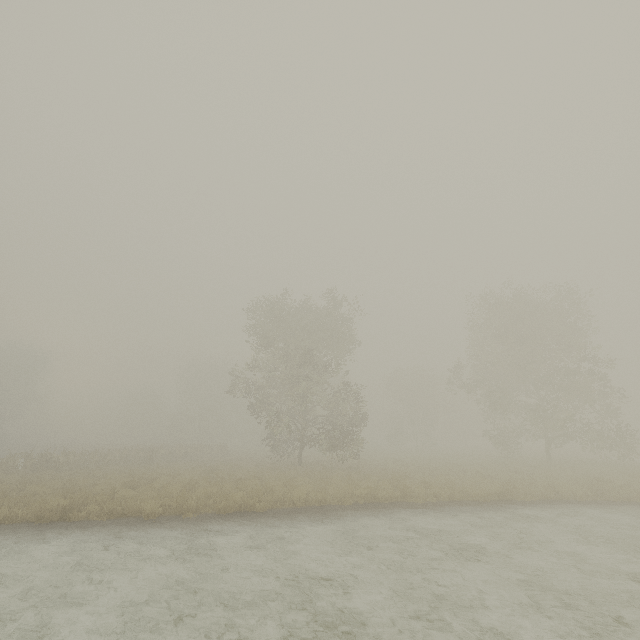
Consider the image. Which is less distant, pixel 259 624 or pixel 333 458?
pixel 259 624
